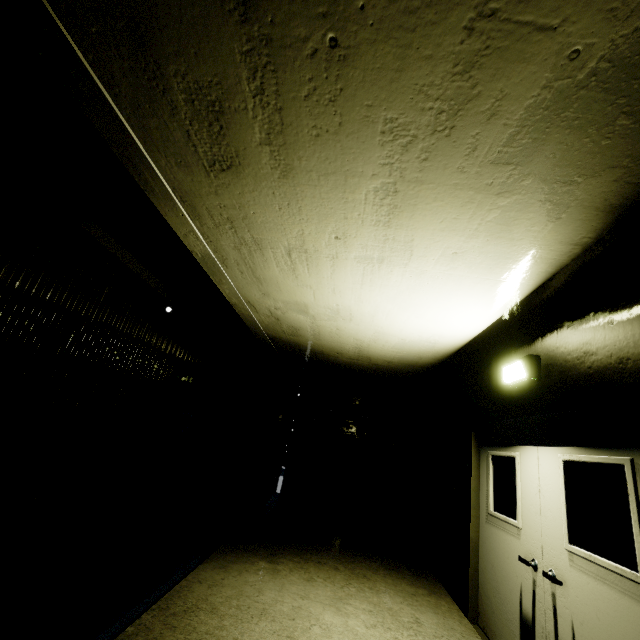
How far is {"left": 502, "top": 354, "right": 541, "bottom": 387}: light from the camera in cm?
340

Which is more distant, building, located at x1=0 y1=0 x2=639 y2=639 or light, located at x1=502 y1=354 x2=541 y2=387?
light, located at x1=502 y1=354 x2=541 y2=387

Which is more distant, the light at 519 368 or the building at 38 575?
the light at 519 368

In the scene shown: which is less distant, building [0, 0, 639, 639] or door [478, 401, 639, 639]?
building [0, 0, 639, 639]

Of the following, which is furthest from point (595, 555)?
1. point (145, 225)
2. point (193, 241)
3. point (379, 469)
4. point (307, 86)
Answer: point (379, 469)

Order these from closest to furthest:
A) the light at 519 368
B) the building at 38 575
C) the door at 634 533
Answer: the building at 38 575 → the door at 634 533 → the light at 519 368

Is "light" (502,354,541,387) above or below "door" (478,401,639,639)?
above

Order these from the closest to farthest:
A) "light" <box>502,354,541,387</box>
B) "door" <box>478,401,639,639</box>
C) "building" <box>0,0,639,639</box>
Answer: "building" <box>0,0,639,639</box>
"door" <box>478,401,639,639</box>
"light" <box>502,354,541,387</box>
